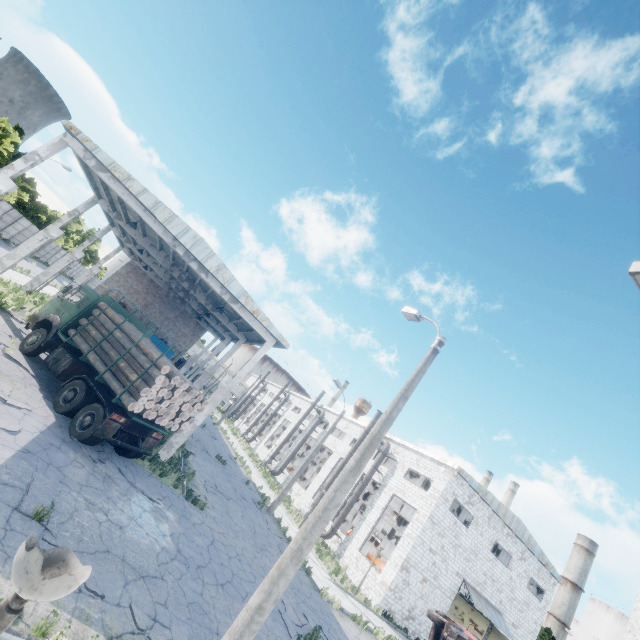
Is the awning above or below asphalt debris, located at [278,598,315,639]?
above

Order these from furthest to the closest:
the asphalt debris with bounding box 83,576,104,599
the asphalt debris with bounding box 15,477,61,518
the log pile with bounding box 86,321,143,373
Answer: the log pile with bounding box 86,321,143,373
the asphalt debris with bounding box 15,477,61,518
the asphalt debris with bounding box 83,576,104,599

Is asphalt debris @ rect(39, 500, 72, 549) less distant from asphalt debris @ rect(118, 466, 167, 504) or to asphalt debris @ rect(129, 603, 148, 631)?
asphalt debris @ rect(129, 603, 148, 631)

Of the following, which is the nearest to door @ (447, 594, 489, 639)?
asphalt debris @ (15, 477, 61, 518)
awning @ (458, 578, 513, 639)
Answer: awning @ (458, 578, 513, 639)

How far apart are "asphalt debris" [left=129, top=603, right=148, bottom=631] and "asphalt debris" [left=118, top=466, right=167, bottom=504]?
4.8 meters

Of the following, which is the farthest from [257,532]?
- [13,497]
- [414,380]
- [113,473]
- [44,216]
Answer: [44,216]

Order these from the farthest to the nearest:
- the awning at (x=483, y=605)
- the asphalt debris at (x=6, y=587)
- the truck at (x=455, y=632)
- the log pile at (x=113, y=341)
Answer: the awning at (x=483, y=605) < the truck at (x=455, y=632) < the log pile at (x=113, y=341) < the asphalt debris at (x=6, y=587)

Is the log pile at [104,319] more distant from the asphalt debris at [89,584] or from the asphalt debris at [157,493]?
the asphalt debris at [89,584]
